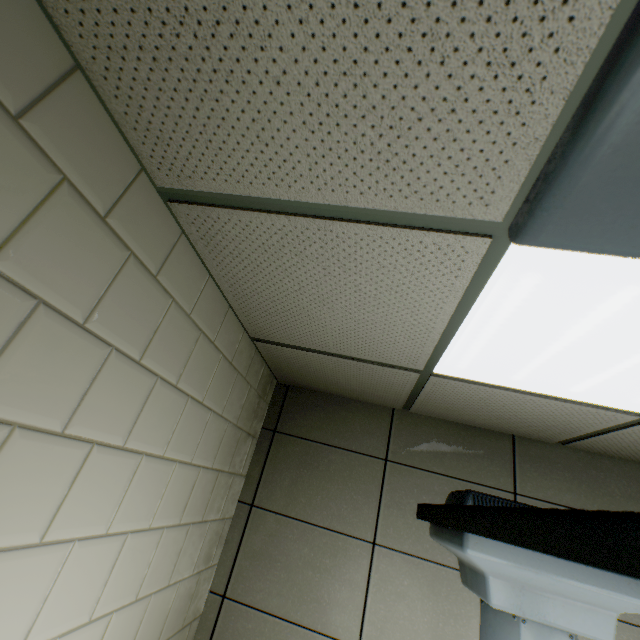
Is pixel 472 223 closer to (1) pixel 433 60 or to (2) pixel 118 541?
(1) pixel 433 60

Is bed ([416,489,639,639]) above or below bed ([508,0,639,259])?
below

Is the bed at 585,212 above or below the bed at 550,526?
above
